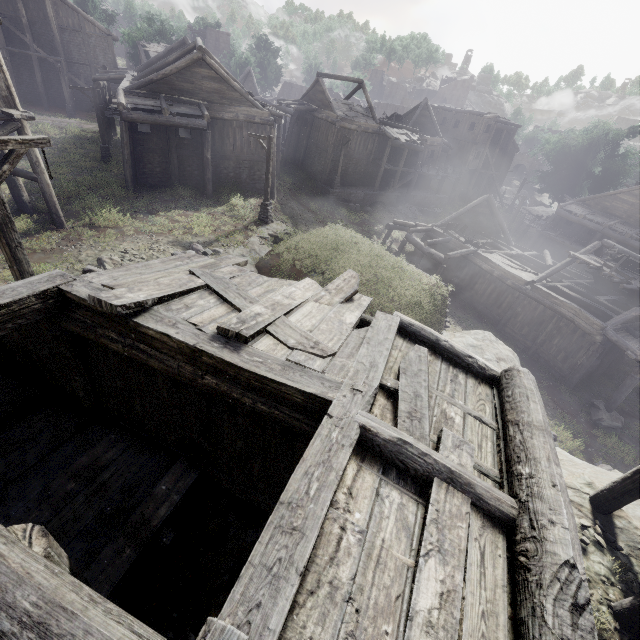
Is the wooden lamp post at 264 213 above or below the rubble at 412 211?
above

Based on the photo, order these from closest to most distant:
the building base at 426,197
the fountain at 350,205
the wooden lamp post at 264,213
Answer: the wooden lamp post at 264,213, the fountain at 350,205, the building base at 426,197

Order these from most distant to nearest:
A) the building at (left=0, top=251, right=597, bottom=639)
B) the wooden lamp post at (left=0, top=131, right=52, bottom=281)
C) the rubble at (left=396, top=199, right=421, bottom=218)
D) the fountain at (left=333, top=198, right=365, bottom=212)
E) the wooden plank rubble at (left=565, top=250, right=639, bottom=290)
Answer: the rubble at (left=396, top=199, right=421, bottom=218) < the fountain at (left=333, top=198, right=365, bottom=212) < the wooden plank rubble at (left=565, top=250, right=639, bottom=290) < the wooden lamp post at (left=0, top=131, right=52, bottom=281) < the building at (left=0, top=251, right=597, bottom=639)

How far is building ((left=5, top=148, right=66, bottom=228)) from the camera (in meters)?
13.13

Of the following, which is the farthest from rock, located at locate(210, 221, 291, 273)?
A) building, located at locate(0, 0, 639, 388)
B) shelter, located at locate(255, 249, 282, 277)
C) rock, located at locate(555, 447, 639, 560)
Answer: building, located at locate(0, 0, 639, 388)

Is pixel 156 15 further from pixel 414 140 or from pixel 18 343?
pixel 18 343

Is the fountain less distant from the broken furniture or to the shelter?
the shelter

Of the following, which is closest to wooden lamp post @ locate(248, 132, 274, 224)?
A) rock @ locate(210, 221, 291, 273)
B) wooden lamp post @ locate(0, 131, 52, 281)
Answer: rock @ locate(210, 221, 291, 273)
